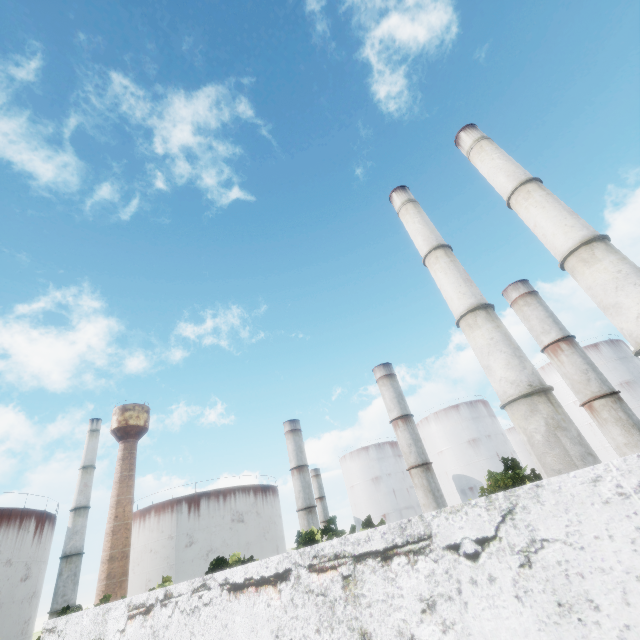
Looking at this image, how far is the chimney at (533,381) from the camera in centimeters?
1639cm

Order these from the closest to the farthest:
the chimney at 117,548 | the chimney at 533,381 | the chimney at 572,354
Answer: the chimney at 533,381, the chimney at 572,354, the chimney at 117,548

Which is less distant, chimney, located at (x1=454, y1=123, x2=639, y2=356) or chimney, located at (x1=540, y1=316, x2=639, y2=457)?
chimney, located at (x1=454, y1=123, x2=639, y2=356)

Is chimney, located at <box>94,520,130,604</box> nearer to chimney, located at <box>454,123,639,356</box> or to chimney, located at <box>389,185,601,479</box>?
chimney, located at <box>389,185,601,479</box>

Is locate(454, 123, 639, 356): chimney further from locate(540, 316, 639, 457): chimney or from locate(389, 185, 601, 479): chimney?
locate(540, 316, 639, 457): chimney

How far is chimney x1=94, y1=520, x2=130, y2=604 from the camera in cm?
5422

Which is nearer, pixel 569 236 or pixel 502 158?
pixel 569 236

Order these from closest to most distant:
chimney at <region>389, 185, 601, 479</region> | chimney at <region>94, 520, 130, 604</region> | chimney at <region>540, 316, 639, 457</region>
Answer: chimney at <region>389, 185, 601, 479</region>, chimney at <region>540, 316, 639, 457</region>, chimney at <region>94, 520, 130, 604</region>
